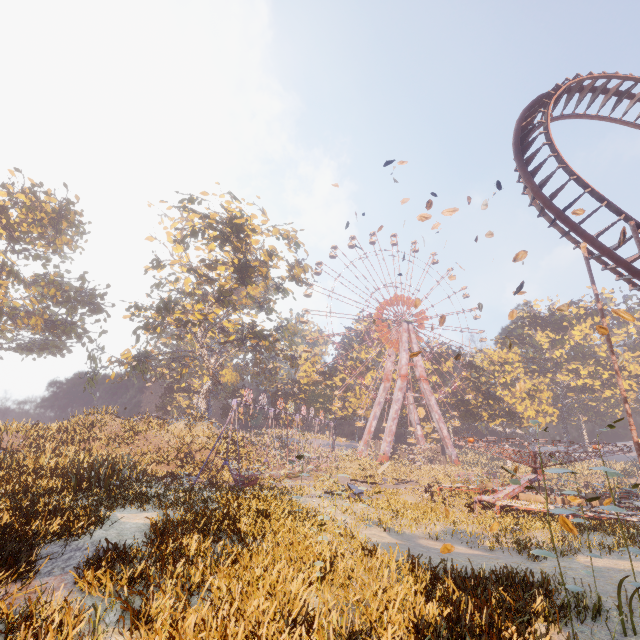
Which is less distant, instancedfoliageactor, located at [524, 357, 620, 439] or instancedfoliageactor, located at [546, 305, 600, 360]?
instancedfoliageactor, located at [524, 357, 620, 439]

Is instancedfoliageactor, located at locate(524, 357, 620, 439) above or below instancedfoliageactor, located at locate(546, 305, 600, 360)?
below

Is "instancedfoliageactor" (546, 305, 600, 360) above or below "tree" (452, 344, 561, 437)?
above

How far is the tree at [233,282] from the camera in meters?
29.4

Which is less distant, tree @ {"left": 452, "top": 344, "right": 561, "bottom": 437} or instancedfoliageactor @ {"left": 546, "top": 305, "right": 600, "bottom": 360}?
tree @ {"left": 452, "top": 344, "right": 561, "bottom": 437}

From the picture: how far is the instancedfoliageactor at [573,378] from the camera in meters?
53.2 m

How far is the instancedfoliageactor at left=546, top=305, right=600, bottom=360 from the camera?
57.3m

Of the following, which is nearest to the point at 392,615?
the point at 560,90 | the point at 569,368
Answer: the point at 560,90
